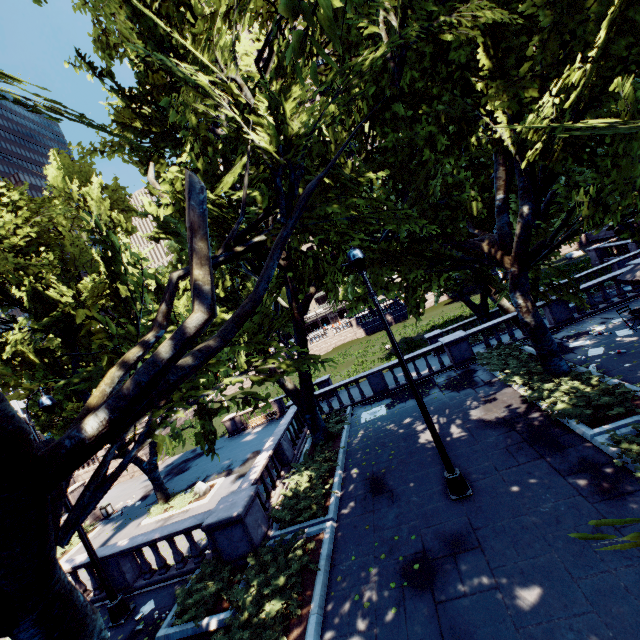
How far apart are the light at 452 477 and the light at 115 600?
9.7m

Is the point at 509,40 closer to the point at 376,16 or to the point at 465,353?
the point at 376,16

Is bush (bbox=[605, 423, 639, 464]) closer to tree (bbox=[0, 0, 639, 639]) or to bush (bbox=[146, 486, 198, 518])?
tree (bbox=[0, 0, 639, 639])

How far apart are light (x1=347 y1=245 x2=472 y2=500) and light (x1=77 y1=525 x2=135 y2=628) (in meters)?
9.67

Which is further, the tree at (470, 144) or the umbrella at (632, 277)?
the umbrella at (632, 277)

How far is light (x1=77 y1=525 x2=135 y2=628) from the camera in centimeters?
974cm

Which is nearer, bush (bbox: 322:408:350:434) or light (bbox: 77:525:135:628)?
light (bbox: 77:525:135:628)

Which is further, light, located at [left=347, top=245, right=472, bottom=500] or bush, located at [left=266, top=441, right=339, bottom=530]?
bush, located at [left=266, top=441, right=339, bottom=530]
